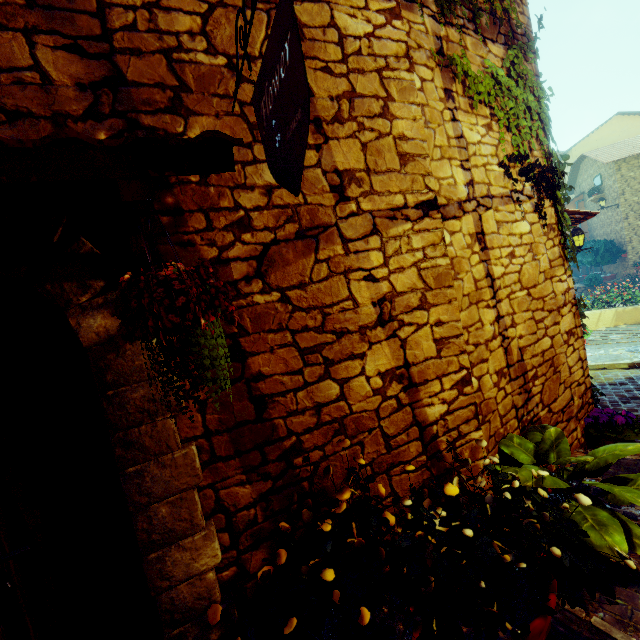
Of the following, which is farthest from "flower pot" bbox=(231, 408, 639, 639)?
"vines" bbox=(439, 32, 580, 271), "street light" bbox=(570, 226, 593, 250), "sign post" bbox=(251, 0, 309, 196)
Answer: "street light" bbox=(570, 226, 593, 250)

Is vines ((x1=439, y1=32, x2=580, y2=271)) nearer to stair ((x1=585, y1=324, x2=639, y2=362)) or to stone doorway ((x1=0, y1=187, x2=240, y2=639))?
stair ((x1=585, y1=324, x2=639, y2=362))

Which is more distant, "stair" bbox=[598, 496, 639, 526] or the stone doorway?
"stair" bbox=[598, 496, 639, 526]

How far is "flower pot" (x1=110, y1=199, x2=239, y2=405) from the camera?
0.9m

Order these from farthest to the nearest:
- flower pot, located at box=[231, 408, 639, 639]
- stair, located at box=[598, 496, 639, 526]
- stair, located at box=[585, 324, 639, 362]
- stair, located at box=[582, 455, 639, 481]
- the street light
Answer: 1. the street light
2. stair, located at box=[585, 324, 639, 362]
3. stair, located at box=[582, 455, 639, 481]
4. stair, located at box=[598, 496, 639, 526]
5. flower pot, located at box=[231, 408, 639, 639]

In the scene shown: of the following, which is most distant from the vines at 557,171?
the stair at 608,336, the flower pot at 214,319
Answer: the flower pot at 214,319

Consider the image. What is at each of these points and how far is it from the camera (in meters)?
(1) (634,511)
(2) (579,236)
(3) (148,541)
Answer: (1) stair, 2.56
(2) street light, 8.12
(3) stone doorway, 1.42

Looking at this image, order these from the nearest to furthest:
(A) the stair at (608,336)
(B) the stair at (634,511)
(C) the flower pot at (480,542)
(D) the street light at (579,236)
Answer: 1. (C) the flower pot at (480,542)
2. (B) the stair at (634,511)
3. (A) the stair at (608,336)
4. (D) the street light at (579,236)
